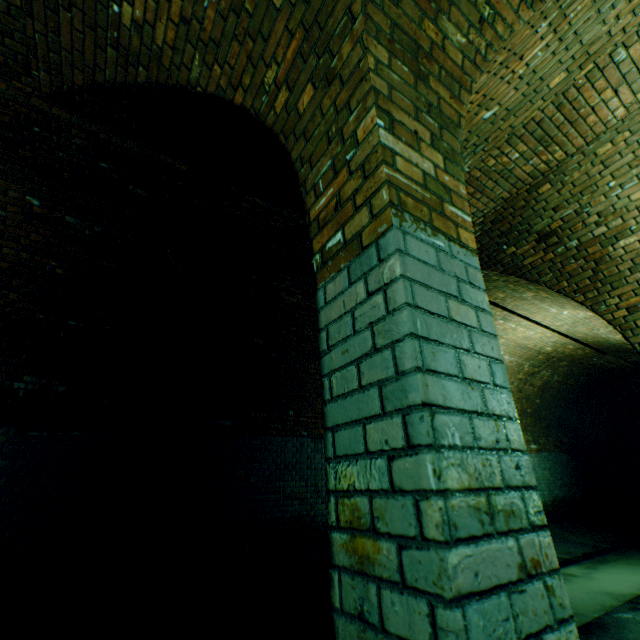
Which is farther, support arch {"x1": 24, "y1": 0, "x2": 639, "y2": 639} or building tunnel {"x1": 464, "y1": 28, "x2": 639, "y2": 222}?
building tunnel {"x1": 464, "y1": 28, "x2": 639, "y2": 222}

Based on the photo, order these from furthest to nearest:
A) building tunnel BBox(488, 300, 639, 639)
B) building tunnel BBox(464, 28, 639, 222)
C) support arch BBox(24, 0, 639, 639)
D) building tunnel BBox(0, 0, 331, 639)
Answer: building tunnel BBox(488, 300, 639, 639) → building tunnel BBox(0, 0, 331, 639) → building tunnel BBox(464, 28, 639, 222) → support arch BBox(24, 0, 639, 639)

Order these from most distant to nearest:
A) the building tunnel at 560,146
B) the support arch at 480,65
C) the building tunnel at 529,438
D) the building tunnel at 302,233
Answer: the building tunnel at 529,438 → the building tunnel at 302,233 → the building tunnel at 560,146 → the support arch at 480,65

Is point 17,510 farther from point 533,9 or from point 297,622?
point 533,9

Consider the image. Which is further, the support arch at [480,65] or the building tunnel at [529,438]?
the building tunnel at [529,438]

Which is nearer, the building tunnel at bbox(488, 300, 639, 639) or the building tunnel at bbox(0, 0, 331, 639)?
the building tunnel at bbox(0, 0, 331, 639)
